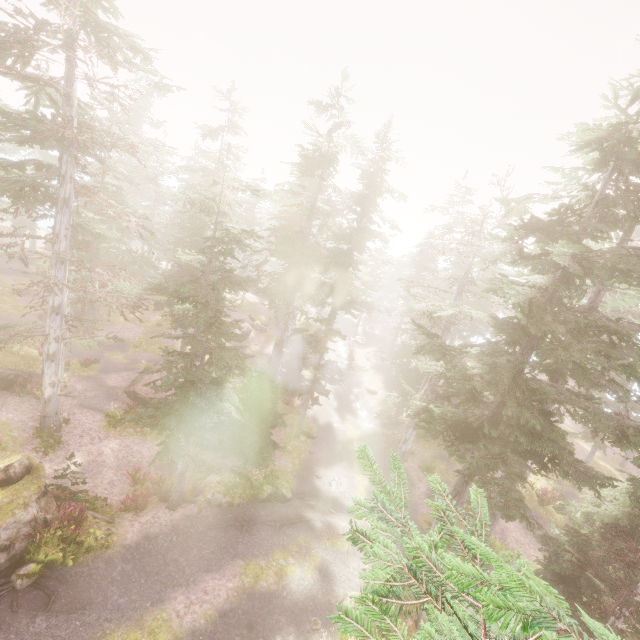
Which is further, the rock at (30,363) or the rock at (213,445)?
the rock at (213,445)

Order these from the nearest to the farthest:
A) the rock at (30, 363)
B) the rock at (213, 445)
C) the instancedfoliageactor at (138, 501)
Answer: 1. the instancedfoliageactor at (138, 501)
2. the rock at (30, 363)
3. the rock at (213, 445)

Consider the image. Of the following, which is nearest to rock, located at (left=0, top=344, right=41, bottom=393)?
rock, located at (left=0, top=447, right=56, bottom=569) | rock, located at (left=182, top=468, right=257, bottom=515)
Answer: rock, located at (left=0, top=447, right=56, bottom=569)

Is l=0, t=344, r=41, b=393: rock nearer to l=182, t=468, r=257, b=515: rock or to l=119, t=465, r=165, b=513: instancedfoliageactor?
l=119, t=465, r=165, b=513: instancedfoliageactor

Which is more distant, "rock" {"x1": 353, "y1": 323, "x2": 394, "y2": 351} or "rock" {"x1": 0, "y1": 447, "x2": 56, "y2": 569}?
"rock" {"x1": 353, "y1": 323, "x2": 394, "y2": 351}

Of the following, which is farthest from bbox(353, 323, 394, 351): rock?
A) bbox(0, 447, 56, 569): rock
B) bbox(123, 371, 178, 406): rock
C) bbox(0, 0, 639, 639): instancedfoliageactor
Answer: bbox(0, 447, 56, 569): rock

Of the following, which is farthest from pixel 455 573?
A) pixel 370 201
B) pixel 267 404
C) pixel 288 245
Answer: pixel 370 201

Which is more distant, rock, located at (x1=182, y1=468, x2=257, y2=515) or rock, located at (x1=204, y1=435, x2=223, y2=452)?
rock, located at (x1=204, y1=435, x2=223, y2=452)
